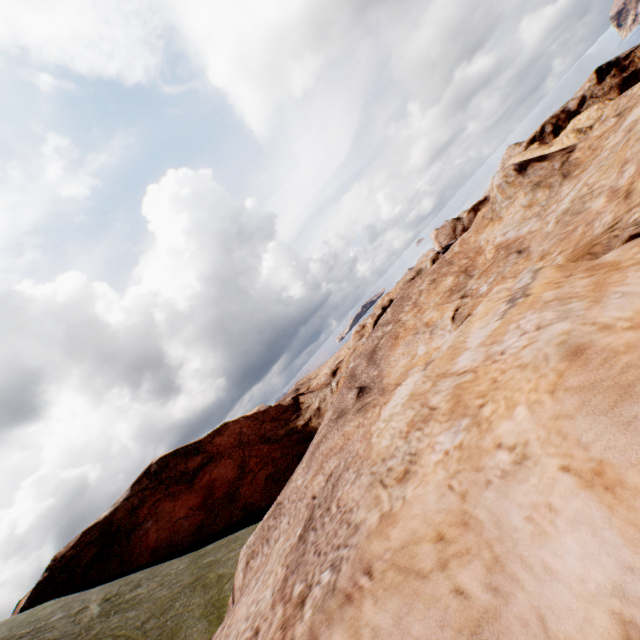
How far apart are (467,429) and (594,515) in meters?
2.6
